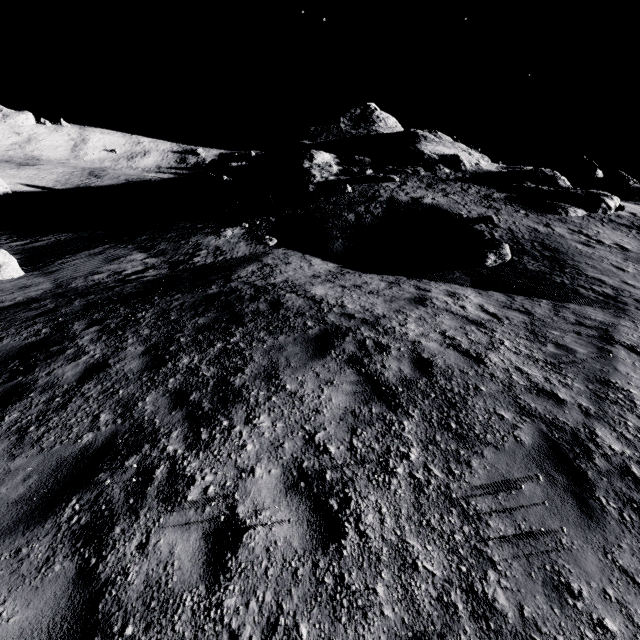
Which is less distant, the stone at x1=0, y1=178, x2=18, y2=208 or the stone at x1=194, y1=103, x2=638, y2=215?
the stone at x1=194, y1=103, x2=638, y2=215

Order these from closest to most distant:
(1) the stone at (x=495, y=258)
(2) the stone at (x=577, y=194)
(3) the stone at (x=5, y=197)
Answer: (1) the stone at (x=495, y=258), (2) the stone at (x=577, y=194), (3) the stone at (x=5, y=197)

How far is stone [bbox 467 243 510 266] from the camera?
13.1m

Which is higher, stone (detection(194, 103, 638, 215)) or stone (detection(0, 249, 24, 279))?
stone (detection(194, 103, 638, 215))

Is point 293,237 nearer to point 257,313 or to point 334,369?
point 257,313

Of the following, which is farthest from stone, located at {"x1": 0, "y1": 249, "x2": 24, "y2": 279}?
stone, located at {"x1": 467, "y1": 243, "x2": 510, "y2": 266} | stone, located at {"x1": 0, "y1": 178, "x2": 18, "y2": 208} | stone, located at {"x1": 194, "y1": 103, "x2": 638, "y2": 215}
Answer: stone, located at {"x1": 0, "y1": 178, "x2": 18, "y2": 208}

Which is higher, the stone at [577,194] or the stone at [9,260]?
the stone at [577,194]

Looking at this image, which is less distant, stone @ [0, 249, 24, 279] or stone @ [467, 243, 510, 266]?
stone @ [0, 249, 24, 279]
